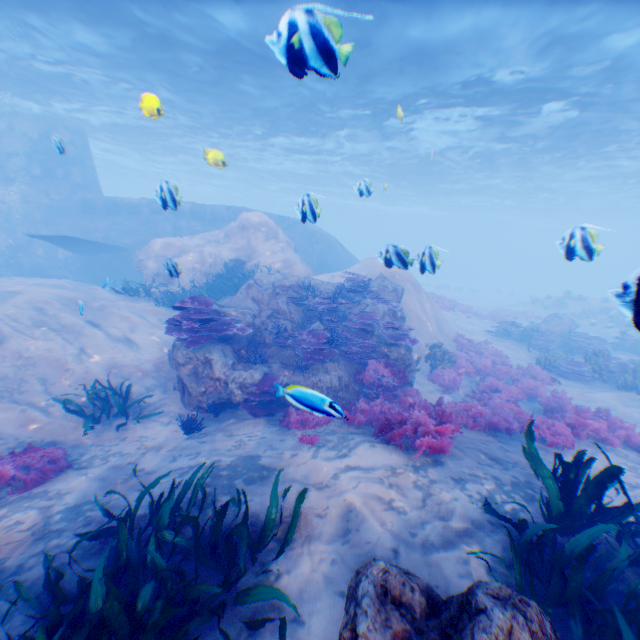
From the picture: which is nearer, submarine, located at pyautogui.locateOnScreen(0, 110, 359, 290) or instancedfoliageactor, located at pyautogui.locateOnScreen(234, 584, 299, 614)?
instancedfoliageactor, located at pyautogui.locateOnScreen(234, 584, 299, 614)

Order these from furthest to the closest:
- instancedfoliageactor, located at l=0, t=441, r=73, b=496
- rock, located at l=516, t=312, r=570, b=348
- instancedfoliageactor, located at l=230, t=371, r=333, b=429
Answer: rock, located at l=516, t=312, r=570, b=348 < instancedfoliageactor, located at l=230, t=371, r=333, b=429 < instancedfoliageactor, located at l=0, t=441, r=73, b=496

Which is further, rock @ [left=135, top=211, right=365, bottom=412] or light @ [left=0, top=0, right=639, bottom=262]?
light @ [left=0, top=0, right=639, bottom=262]

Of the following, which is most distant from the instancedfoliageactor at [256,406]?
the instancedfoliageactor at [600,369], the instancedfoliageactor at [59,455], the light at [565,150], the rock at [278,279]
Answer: the light at [565,150]

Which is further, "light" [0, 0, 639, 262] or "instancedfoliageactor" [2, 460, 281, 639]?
"light" [0, 0, 639, 262]

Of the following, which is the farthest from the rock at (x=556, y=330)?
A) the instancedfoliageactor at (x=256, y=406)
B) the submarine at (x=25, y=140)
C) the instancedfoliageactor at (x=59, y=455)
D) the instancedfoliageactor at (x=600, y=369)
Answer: the instancedfoliageactor at (x=59, y=455)

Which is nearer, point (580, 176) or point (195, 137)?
point (195, 137)
